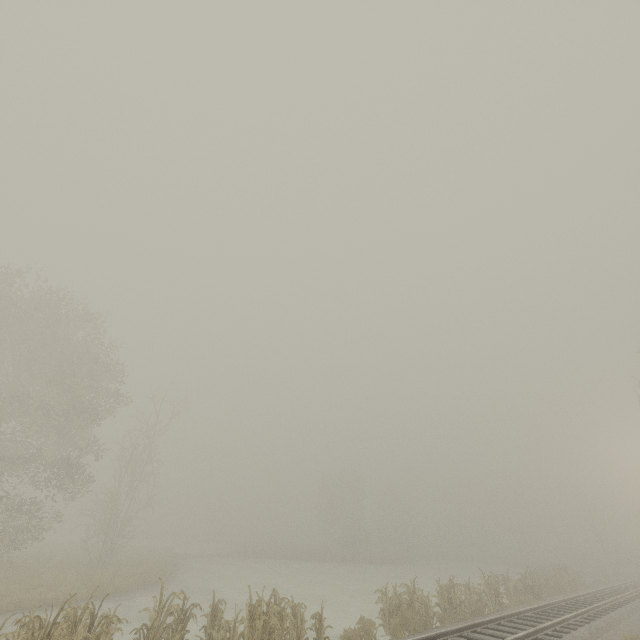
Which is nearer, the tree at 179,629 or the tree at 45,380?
the tree at 179,629

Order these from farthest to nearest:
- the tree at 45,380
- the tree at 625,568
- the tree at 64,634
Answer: the tree at 45,380 → the tree at 625,568 → the tree at 64,634

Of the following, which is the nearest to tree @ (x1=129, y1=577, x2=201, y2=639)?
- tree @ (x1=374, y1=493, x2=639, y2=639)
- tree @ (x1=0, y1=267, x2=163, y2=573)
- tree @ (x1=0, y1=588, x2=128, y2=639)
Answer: tree @ (x1=0, y1=588, x2=128, y2=639)

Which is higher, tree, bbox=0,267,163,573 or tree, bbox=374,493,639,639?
tree, bbox=0,267,163,573

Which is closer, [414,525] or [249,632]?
[249,632]

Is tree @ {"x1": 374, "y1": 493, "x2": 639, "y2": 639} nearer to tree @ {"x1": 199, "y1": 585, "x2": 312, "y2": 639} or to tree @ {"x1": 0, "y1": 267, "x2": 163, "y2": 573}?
tree @ {"x1": 199, "y1": 585, "x2": 312, "y2": 639}
